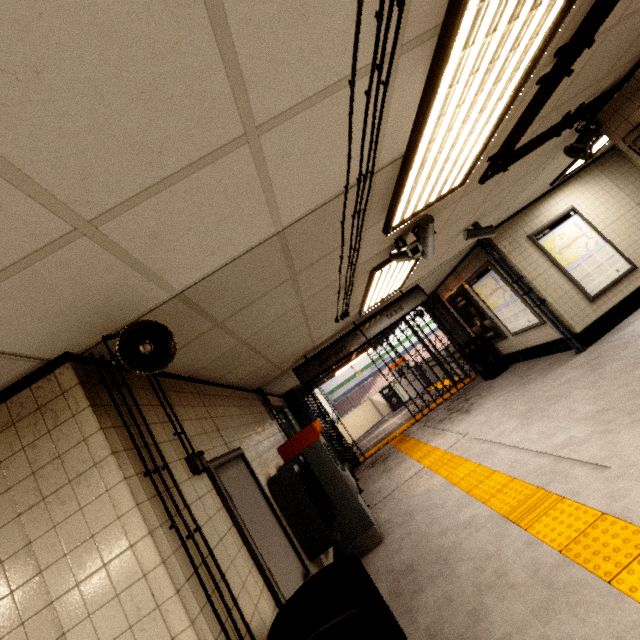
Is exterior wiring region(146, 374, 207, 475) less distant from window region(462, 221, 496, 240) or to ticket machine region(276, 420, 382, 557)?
ticket machine region(276, 420, 382, 557)

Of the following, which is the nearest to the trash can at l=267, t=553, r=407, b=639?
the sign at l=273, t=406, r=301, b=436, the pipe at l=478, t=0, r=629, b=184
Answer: the pipe at l=478, t=0, r=629, b=184

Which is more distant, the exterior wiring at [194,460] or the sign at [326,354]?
the sign at [326,354]

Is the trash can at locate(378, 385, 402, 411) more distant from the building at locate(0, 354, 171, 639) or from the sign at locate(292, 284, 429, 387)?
the building at locate(0, 354, 171, 639)

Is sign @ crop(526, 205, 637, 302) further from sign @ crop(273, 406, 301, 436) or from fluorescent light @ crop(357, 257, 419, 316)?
sign @ crop(273, 406, 301, 436)

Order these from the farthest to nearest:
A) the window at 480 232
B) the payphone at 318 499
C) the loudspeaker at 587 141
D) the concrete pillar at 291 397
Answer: the concrete pillar at 291 397
the window at 480 232
the loudspeaker at 587 141
the payphone at 318 499

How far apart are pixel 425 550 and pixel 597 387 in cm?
334

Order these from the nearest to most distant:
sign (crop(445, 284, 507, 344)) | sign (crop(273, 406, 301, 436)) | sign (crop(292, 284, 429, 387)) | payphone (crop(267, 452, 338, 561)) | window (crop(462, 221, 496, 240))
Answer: payphone (crop(267, 452, 338, 561))
window (crop(462, 221, 496, 240))
sign (crop(292, 284, 429, 387))
sign (crop(273, 406, 301, 436))
sign (crop(445, 284, 507, 344))
